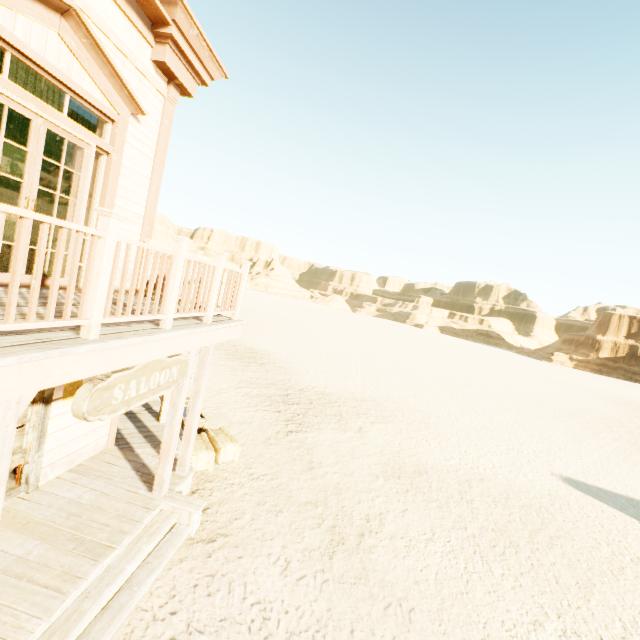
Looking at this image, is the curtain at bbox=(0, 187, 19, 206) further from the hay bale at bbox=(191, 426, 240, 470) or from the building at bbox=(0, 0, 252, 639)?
the hay bale at bbox=(191, 426, 240, 470)

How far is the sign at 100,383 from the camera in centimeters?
288cm

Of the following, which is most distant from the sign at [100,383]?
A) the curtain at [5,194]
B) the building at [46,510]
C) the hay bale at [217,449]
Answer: the curtain at [5,194]

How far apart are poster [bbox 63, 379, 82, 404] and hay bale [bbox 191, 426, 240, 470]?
2.4m

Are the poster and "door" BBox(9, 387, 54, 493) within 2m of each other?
yes

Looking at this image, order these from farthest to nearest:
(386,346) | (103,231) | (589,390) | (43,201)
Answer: (589,390) → (386,346) → (43,201) → (103,231)

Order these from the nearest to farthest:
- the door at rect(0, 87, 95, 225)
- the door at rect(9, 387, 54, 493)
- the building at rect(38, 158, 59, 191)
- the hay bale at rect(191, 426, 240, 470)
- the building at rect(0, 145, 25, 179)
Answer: the door at rect(0, 87, 95, 225) < the door at rect(9, 387, 54, 493) < the hay bale at rect(191, 426, 240, 470) < the building at rect(0, 145, 25, 179) < the building at rect(38, 158, 59, 191)

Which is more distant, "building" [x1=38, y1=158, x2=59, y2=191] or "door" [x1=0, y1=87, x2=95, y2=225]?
"building" [x1=38, y1=158, x2=59, y2=191]
